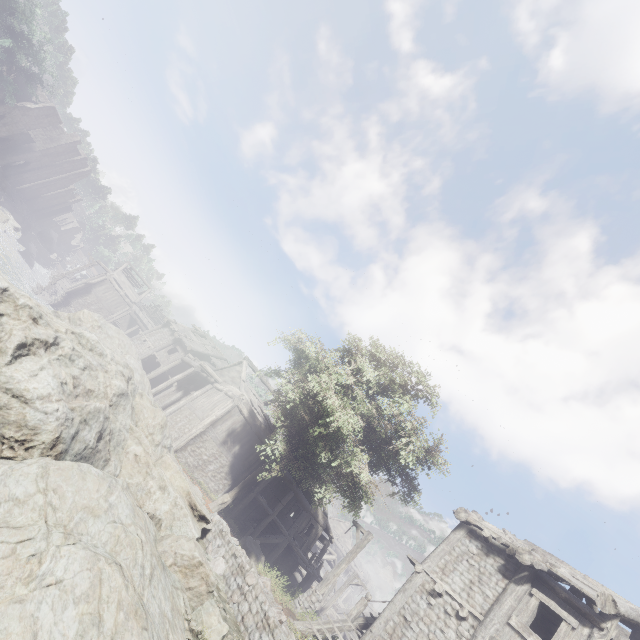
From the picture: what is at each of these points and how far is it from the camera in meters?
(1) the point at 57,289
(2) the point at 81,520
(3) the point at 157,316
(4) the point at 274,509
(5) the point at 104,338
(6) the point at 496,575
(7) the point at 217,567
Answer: (1) building base, 38.2
(2) rock, 5.1
(3) wooden plank rubble, 53.0
(4) building, 21.8
(5) rock, 19.1
(6) building, 11.9
(7) rubble, 9.2

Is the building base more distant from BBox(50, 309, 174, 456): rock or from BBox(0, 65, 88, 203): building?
BBox(50, 309, 174, 456): rock

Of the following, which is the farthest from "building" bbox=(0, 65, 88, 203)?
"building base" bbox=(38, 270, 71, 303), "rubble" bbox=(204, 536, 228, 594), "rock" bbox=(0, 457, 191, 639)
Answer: "rubble" bbox=(204, 536, 228, 594)

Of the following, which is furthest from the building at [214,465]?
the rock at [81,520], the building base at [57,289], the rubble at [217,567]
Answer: the rubble at [217,567]

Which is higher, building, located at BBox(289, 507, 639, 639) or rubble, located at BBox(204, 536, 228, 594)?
building, located at BBox(289, 507, 639, 639)

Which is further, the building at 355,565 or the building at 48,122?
the building at 48,122

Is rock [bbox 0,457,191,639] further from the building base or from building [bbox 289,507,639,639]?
the building base

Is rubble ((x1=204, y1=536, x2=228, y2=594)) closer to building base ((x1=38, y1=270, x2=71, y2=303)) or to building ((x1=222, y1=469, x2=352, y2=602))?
building ((x1=222, y1=469, x2=352, y2=602))
